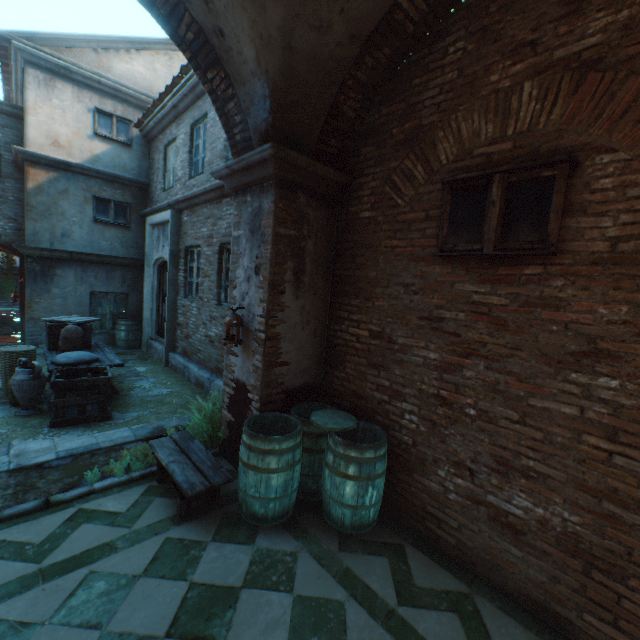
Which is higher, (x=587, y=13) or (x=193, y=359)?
(x=587, y=13)

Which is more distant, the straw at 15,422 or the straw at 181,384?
the straw at 181,384

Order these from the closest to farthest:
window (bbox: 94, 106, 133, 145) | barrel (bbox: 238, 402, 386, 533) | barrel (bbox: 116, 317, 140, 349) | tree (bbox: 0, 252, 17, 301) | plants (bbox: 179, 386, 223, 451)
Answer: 1. barrel (bbox: 238, 402, 386, 533)
2. plants (bbox: 179, 386, 223, 451)
3. window (bbox: 94, 106, 133, 145)
4. barrel (bbox: 116, 317, 140, 349)
5. tree (bbox: 0, 252, 17, 301)

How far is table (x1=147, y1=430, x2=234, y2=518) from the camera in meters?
3.3 m

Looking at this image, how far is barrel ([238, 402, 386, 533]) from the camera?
3.27m

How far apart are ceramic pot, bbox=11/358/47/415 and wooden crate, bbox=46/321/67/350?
1.19m

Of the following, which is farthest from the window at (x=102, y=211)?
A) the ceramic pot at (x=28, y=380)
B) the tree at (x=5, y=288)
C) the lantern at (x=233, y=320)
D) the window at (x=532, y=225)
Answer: the tree at (x=5, y=288)

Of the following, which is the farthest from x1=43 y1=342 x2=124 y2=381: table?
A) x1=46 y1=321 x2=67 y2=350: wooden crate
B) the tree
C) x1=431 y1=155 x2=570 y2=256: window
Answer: the tree
